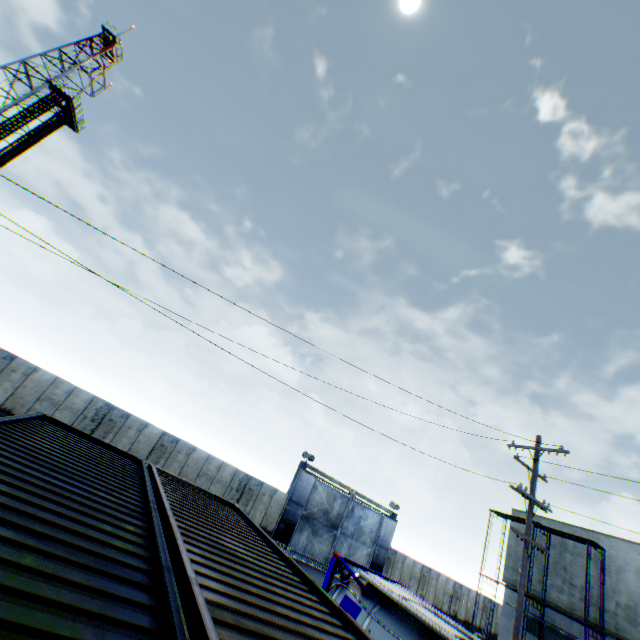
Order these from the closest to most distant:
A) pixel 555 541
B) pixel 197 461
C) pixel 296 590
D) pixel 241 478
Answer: pixel 296 590 < pixel 555 541 < pixel 197 461 < pixel 241 478

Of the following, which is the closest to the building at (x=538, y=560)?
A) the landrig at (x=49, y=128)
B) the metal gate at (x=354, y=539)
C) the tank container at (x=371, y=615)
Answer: the metal gate at (x=354, y=539)

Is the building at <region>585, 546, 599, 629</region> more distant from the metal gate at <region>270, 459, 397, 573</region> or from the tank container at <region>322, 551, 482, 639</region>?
the tank container at <region>322, 551, 482, 639</region>

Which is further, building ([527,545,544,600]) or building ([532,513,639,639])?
building ([527,545,544,600])

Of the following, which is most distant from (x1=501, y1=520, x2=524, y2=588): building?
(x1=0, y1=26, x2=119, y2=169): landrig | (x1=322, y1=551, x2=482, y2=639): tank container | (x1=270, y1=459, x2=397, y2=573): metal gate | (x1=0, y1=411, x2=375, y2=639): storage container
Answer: (x1=0, y1=26, x2=119, y2=169): landrig

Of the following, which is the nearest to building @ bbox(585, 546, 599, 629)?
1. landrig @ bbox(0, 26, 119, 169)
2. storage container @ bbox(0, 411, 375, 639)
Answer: storage container @ bbox(0, 411, 375, 639)

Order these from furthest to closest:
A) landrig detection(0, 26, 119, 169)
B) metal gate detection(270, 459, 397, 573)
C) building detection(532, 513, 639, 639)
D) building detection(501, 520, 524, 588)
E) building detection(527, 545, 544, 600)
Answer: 1. landrig detection(0, 26, 119, 169)
2. metal gate detection(270, 459, 397, 573)
3. building detection(501, 520, 524, 588)
4. building detection(527, 545, 544, 600)
5. building detection(532, 513, 639, 639)

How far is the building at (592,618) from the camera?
19.03m
